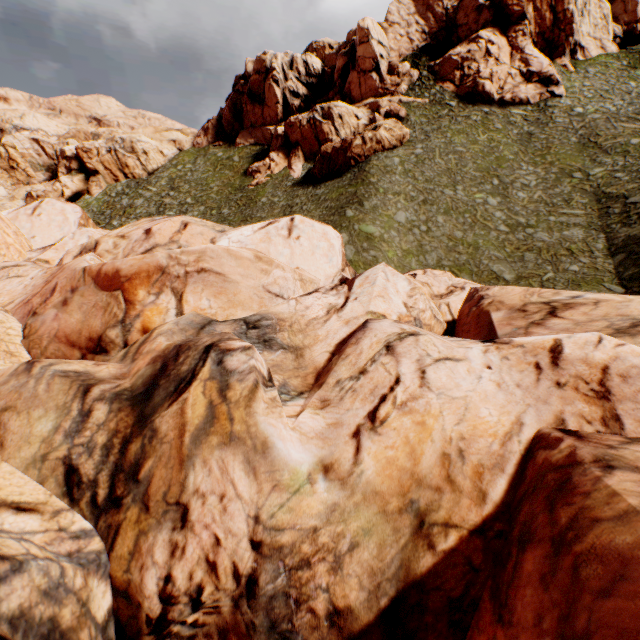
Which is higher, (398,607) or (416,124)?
(416,124)
